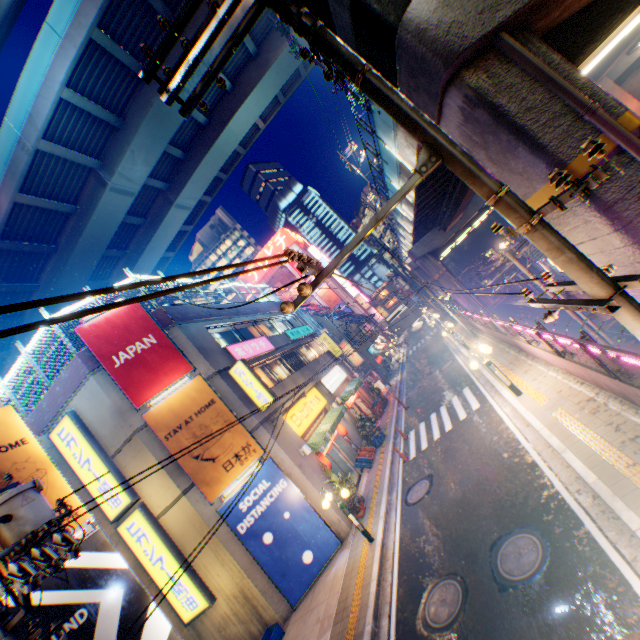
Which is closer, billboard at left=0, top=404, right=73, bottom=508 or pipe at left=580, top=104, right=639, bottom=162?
pipe at left=580, top=104, right=639, bottom=162

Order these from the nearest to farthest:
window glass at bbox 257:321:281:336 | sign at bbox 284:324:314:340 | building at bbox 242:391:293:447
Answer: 1. building at bbox 242:391:293:447
2. window glass at bbox 257:321:281:336
3. sign at bbox 284:324:314:340

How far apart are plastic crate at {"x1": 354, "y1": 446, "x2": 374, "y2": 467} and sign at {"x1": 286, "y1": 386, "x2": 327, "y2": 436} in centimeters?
312cm

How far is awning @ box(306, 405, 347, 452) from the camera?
15.4 meters

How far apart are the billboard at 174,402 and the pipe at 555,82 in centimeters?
1365cm

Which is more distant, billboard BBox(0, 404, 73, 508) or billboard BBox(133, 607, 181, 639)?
billboard BBox(0, 404, 73, 508)

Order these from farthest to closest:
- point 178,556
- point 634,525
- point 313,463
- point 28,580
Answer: point 313,463 → point 178,556 → point 634,525 → point 28,580

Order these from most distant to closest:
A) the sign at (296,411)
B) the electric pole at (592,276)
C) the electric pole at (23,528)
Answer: the sign at (296,411) → the electric pole at (23,528) → the electric pole at (592,276)
